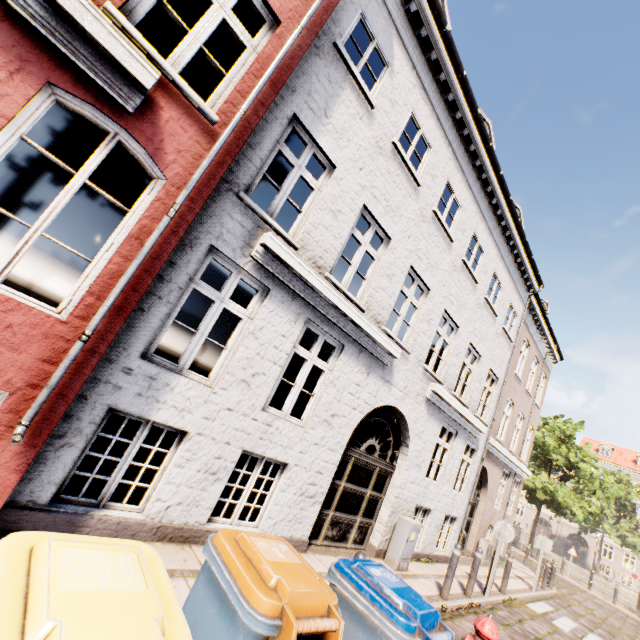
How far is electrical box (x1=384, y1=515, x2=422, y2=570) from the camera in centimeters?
734cm

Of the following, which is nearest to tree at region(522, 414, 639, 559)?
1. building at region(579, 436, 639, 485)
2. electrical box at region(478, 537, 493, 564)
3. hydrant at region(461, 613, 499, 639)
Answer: building at region(579, 436, 639, 485)

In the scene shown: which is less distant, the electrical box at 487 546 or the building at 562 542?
the electrical box at 487 546

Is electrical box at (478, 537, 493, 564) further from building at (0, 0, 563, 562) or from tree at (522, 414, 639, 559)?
tree at (522, 414, 639, 559)

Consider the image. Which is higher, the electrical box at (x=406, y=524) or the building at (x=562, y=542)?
the building at (x=562, y=542)

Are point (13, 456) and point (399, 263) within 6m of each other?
no

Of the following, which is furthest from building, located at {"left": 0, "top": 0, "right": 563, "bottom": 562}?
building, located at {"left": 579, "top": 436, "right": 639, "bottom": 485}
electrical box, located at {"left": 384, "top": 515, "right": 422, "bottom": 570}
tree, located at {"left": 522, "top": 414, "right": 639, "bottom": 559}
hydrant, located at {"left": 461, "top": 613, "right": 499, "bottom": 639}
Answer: building, located at {"left": 579, "top": 436, "right": 639, "bottom": 485}

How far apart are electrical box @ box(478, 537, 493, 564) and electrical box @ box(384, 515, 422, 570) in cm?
744
